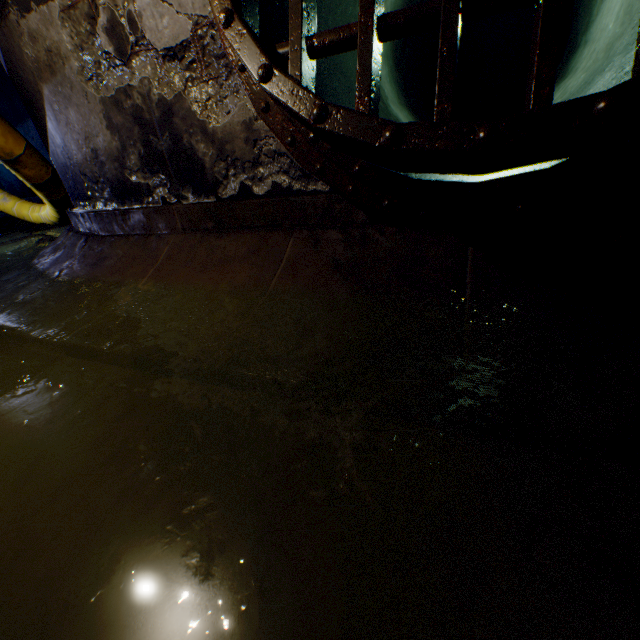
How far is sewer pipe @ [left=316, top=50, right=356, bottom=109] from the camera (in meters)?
2.53

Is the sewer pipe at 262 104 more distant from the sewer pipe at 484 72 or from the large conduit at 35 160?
the sewer pipe at 484 72

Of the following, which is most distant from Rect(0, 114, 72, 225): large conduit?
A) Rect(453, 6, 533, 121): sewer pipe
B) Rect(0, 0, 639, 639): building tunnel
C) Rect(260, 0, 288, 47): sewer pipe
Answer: Rect(453, 6, 533, 121): sewer pipe

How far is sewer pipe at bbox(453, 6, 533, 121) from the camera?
7.31m

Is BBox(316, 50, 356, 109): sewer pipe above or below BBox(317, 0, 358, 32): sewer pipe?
below

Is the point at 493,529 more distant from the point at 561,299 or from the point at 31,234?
the point at 31,234

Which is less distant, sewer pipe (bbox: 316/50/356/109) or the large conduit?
sewer pipe (bbox: 316/50/356/109)
